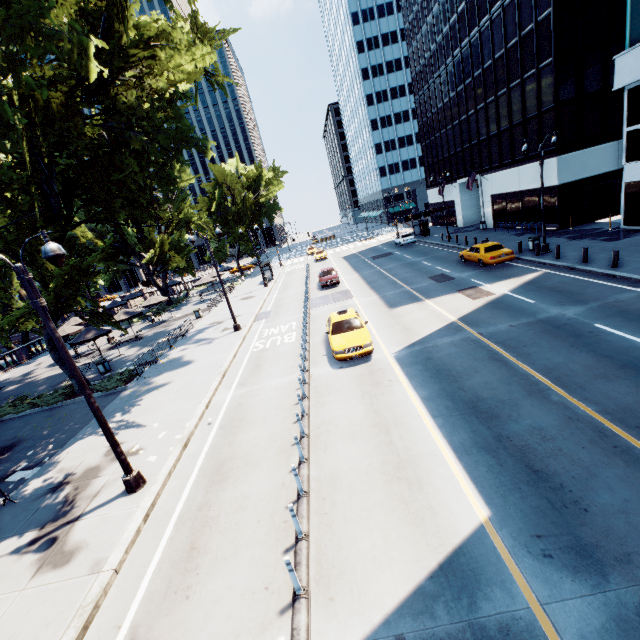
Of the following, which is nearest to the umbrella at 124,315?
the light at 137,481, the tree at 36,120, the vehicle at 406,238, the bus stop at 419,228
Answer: the tree at 36,120

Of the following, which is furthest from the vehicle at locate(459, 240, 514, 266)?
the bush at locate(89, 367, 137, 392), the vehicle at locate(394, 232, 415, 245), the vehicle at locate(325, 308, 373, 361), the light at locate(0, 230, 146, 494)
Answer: the bush at locate(89, 367, 137, 392)

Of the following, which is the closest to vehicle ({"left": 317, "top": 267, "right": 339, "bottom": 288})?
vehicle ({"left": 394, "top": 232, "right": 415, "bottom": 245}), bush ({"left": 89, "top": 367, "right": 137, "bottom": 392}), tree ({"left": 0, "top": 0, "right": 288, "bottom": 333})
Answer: vehicle ({"left": 394, "top": 232, "right": 415, "bottom": 245})

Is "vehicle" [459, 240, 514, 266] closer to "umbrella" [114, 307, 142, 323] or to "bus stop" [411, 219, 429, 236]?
"bus stop" [411, 219, 429, 236]

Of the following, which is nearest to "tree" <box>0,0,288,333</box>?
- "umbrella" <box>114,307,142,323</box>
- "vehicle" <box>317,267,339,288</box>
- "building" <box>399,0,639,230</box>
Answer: "umbrella" <box>114,307,142,323</box>

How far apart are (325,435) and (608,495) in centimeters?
660cm

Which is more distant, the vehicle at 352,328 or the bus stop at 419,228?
the bus stop at 419,228

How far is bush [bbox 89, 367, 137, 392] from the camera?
18.28m
